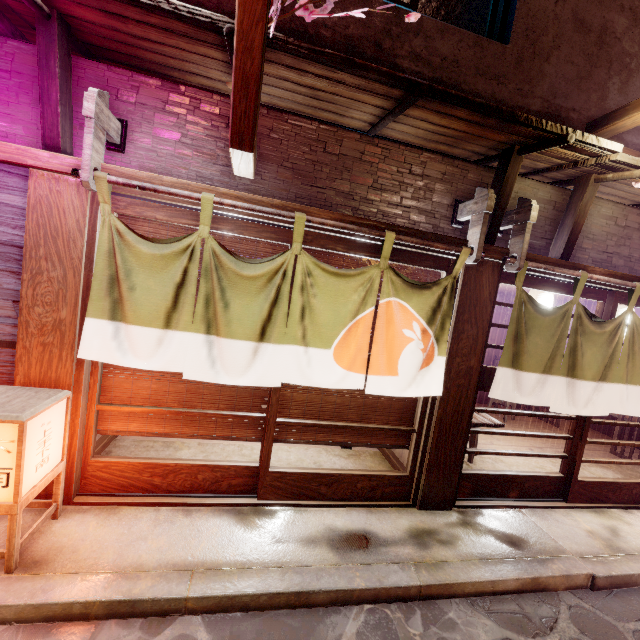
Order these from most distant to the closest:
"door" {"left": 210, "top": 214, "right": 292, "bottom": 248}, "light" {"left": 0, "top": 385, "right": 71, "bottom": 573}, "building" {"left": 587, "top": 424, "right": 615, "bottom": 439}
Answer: "building" {"left": 587, "top": 424, "right": 615, "bottom": 439} → "door" {"left": 210, "top": 214, "right": 292, "bottom": 248} → "light" {"left": 0, "top": 385, "right": 71, "bottom": 573}

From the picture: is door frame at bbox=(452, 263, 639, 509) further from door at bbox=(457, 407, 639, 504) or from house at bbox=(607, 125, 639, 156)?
house at bbox=(607, 125, 639, 156)

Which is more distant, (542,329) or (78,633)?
(542,329)

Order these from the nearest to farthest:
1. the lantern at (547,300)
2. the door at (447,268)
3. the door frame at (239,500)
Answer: the door frame at (239,500) < the door at (447,268) < the lantern at (547,300)

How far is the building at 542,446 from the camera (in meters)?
10.56

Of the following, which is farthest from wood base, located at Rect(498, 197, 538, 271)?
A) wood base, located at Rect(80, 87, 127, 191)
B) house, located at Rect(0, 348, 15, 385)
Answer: house, located at Rect(0, 348, 15, 385)

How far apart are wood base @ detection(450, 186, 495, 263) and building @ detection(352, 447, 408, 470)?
4.3m

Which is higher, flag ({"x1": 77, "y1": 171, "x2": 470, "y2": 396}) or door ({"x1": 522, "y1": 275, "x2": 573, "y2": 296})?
Result: door ({"x1": 522, "y1": 275, "x2": 573, "y2": 296})
